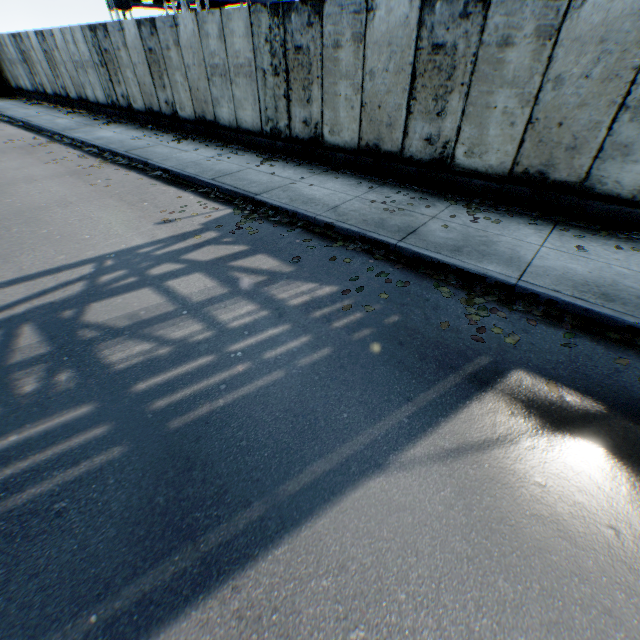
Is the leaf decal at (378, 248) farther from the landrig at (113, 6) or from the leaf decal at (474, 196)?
the landrig at (113, 6)

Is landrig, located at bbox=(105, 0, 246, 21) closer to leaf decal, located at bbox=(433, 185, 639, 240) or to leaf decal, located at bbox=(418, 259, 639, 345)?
leaf decal, located at bbox=(418, 259, 639, 345)

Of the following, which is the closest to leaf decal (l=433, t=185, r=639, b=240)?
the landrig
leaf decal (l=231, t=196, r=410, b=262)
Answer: leaf decal (l=231, t=196, r=410, b=262)

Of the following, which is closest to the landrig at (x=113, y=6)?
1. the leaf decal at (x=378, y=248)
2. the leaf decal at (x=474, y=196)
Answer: the leaf decal at (x=378, y=248)

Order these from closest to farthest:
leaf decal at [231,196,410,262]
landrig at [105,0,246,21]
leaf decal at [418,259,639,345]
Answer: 1. leaf decal at [418,259,639,345]
2. leaf decal at [231,196,410,262]
3. landrig at [105,0,246,21]

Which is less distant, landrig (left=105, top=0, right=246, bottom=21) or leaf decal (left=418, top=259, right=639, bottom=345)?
leaf decal (left=418, top=259, right=639, bottom=345)

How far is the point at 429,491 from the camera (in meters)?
2.59
